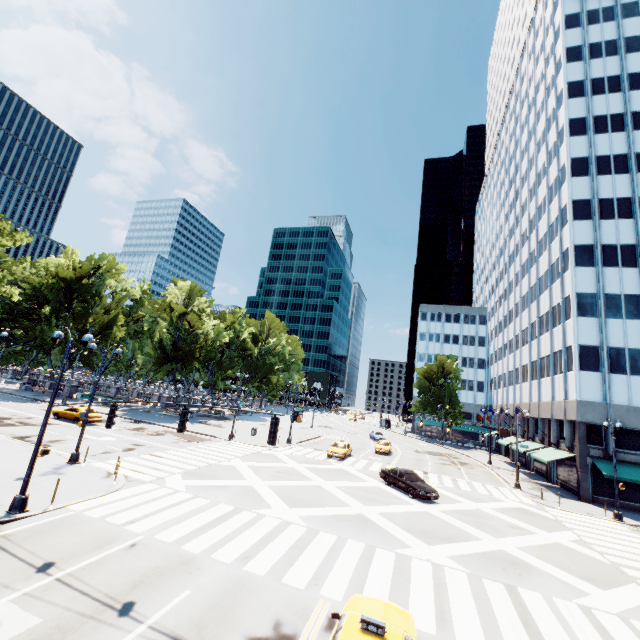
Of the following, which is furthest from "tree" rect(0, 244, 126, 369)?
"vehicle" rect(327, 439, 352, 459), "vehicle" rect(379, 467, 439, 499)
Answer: "vehicle" rect(379, 467, 439, 499)

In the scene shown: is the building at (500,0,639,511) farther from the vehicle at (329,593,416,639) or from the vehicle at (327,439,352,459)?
the vehicle at (329,593,416,639)

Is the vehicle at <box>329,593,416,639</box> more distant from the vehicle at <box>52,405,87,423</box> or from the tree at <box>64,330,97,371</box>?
the vehicle at <box>52,405,87,423</box>

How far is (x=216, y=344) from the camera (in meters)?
51.66

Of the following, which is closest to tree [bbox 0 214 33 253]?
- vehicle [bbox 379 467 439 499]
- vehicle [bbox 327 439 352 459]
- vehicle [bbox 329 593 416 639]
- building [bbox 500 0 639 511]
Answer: building [bbox 500 0 639 511]

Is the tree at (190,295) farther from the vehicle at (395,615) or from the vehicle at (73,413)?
the vehicle at (395,615)

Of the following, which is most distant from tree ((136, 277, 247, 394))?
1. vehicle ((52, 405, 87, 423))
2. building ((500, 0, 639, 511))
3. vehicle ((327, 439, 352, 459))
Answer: vehicle ((327, 439, 352, 459))

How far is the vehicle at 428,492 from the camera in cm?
2206
